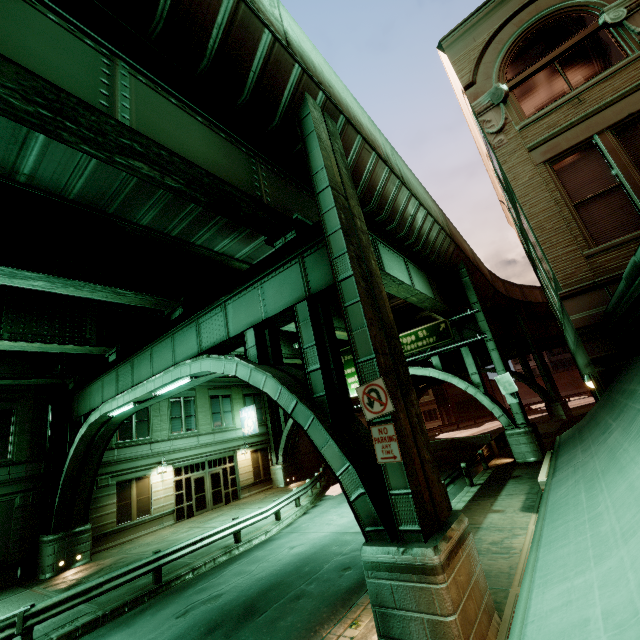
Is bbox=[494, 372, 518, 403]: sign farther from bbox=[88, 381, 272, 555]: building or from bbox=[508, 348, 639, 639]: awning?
bbox=[88, 381, 272, 555]: building

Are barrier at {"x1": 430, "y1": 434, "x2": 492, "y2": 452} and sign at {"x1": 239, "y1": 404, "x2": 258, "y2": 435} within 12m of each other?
no

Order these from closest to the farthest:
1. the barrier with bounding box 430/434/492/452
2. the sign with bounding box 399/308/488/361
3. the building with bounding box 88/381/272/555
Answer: the building with bounding box 88/381/272/555
the sign with bounding box 399/308/488/361
the barrier with bounding box 430/434/492/452

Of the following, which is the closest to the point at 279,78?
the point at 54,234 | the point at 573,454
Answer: the point at 54,234

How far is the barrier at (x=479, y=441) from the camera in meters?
25.8 m

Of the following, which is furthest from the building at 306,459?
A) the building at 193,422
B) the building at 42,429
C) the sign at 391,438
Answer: the sign at 391,438

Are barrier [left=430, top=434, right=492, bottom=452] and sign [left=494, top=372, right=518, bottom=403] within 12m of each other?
yes

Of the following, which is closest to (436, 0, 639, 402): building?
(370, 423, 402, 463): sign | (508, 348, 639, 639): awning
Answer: (508, 348, 639, 639): awning
